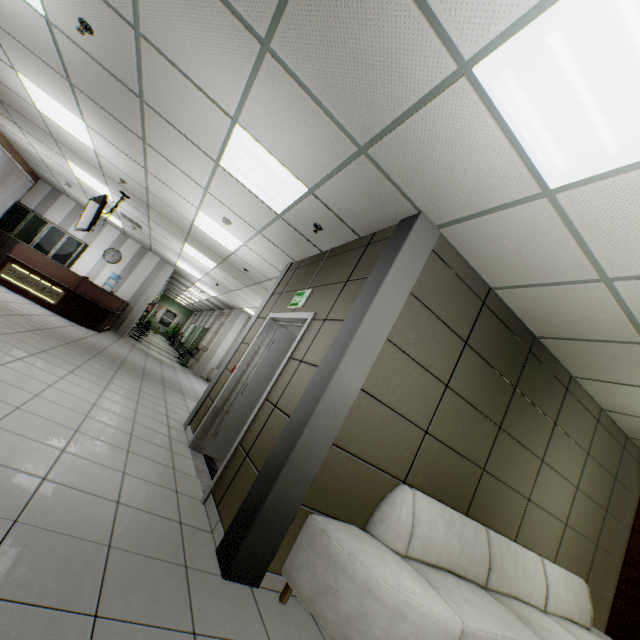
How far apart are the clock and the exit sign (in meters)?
10.56

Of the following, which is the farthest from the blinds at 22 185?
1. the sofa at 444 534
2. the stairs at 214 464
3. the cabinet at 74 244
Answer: the sofa at 444 534

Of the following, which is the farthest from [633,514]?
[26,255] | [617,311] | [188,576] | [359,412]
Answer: [26,255]

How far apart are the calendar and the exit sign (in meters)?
10.51

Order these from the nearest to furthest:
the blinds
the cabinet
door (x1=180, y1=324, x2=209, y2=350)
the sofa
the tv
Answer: the sofa
the tv
the blinds
the cabinet
door (x1=180, y1=324, x2=209, y2=350)

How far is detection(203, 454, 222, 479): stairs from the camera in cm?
391

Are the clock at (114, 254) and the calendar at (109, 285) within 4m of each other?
yes

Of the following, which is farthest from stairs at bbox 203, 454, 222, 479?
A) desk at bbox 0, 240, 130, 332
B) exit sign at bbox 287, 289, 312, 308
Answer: desk at bbox 0, 240, 130, 332
